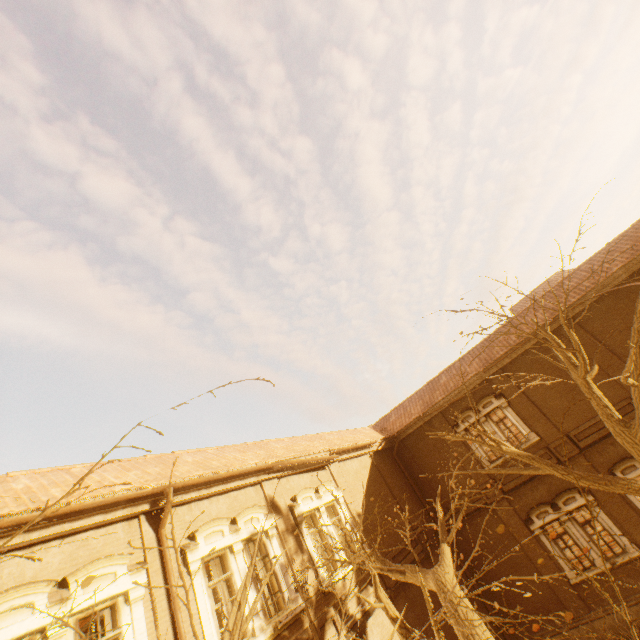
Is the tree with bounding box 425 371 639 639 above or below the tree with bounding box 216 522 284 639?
below

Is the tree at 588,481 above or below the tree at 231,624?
below

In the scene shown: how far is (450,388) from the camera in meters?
17.8

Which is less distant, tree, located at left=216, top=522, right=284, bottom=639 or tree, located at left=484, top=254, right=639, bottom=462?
tree, located at left=216, top=522, right=284, bottom=639

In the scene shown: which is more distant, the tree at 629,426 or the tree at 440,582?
the tree at 629,426

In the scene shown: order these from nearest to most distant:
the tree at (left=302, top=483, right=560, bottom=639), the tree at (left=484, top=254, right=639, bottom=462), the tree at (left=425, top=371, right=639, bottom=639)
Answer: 1. the tree at (left=425, top=371, right=639, bottom=639)
2. the tree at (left=302, top=483, right=560, bottom=639)
3. the tree at (left=484, top=254, right=639, bottom=462)
